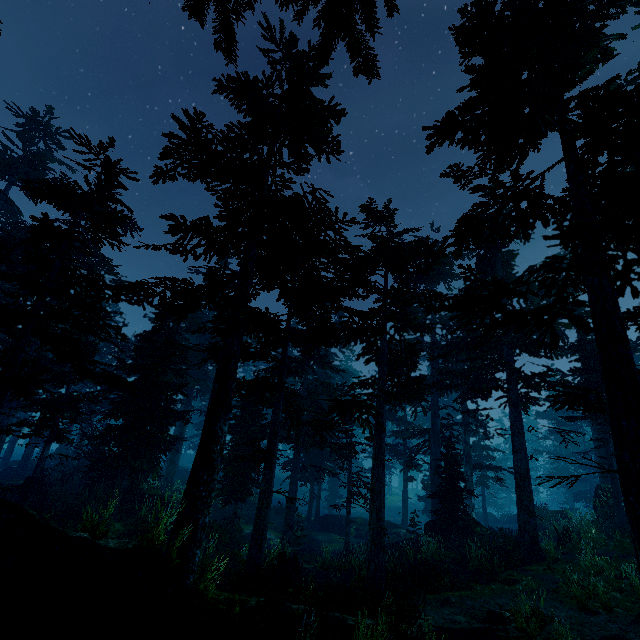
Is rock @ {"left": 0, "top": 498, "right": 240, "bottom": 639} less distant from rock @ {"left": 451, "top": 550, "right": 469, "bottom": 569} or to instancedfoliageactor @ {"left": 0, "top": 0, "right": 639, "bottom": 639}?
instancedfoliageactor @ {"left": 0, "top": 0, "right": 639, "bottom": 639}

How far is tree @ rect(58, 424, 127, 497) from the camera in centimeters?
1829cm

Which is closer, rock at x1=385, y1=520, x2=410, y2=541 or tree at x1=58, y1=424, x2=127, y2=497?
tree at x1=58, y1=424, x2=127, y2=497

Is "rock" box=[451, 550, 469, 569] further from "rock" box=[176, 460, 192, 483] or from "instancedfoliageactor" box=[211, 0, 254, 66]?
"rock" box=[176, 460, 192, 483]

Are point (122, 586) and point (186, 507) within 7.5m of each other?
yes

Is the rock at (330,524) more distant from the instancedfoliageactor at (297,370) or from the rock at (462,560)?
the rock at (462,560)

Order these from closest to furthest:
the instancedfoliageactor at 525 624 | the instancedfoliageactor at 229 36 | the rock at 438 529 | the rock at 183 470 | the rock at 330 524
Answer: the instancedfoliageactor at 229 36
the instancedfoliageactor at 525 624
the rock at 438 529
the rock at 330 524
the rock at 183 470

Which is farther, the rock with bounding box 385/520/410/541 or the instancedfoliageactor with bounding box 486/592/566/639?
the rock with bounding box 385/520/410/541
